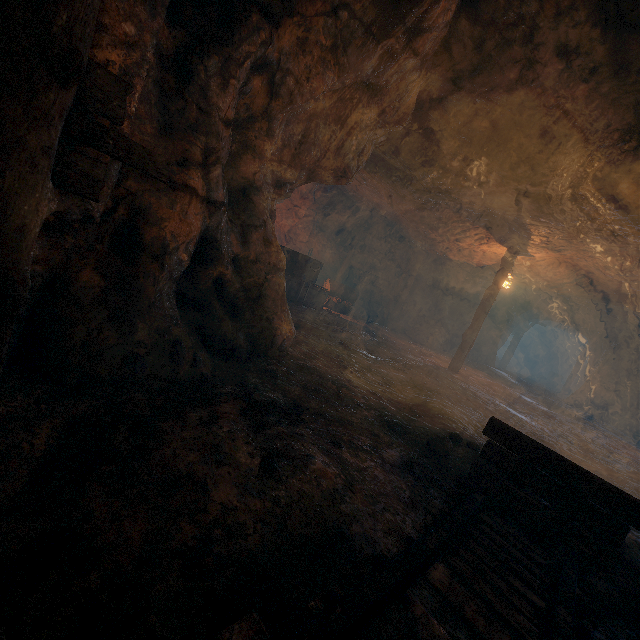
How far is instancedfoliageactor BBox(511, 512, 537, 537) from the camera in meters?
2.9 m

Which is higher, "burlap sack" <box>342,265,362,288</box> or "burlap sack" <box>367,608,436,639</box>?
"burlap sack" <box>342,265,362,288</box>

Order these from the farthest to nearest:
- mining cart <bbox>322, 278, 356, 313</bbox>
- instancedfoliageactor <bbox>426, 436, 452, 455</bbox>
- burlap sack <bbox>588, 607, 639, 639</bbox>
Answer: mining cart <bbox>322, 278, 356, 313</bbox> < instancedfoliageactor <bbox>426, 436, 452, 455</bbox> < burlap sack <bbox>588, 607, 639, 639</bbox>

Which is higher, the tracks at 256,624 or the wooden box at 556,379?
the wooden box at 556,379

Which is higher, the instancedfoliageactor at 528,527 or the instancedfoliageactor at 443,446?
the instancedfoliageactor at 443,446

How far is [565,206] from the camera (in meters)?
6.59

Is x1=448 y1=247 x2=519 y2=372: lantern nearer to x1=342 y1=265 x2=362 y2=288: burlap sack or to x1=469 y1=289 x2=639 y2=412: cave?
x1=342 y1=265 x2=362 y2=288: burlap sack

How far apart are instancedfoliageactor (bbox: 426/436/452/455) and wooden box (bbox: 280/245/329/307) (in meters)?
8.61
